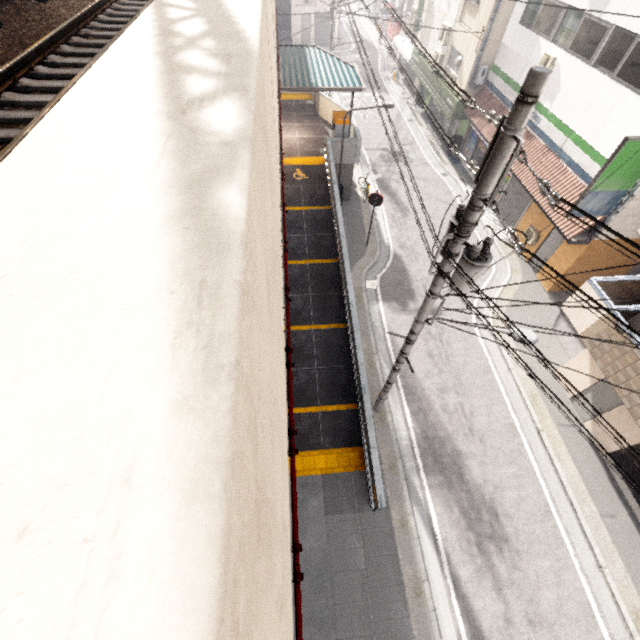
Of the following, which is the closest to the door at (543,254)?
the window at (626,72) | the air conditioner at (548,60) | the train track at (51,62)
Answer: the window at (626,72)

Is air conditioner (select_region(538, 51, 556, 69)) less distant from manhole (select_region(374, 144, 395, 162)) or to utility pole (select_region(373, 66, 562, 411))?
manhole (select_region(374, 144, 395, 162))

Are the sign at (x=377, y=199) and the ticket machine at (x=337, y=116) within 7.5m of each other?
yes

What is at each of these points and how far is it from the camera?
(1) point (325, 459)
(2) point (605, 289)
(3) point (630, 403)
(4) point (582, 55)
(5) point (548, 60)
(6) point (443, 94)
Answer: (1) groundtactileadastrip, 10.0 meters
(2) balcony, 9.8 meters
(3) balcony, 8.4 meters
(4) window, 12.2 meters
(5) air conditioner, 13.5 meters
(6) awning, 20.3 meters

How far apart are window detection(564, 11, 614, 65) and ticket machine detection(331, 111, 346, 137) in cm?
889

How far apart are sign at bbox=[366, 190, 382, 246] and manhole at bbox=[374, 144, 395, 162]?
8.4m

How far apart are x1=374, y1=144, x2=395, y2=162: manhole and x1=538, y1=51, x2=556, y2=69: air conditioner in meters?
7.7

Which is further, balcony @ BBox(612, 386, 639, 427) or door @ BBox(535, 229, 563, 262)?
door @ BBox(535, 229, 563, 262)
